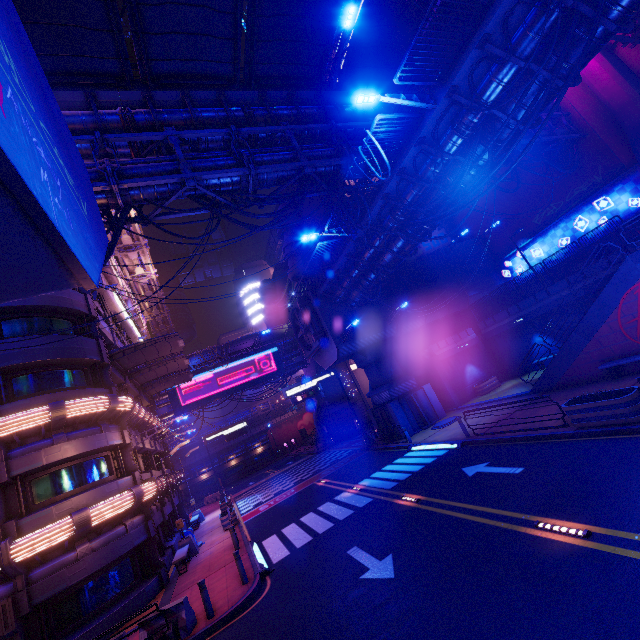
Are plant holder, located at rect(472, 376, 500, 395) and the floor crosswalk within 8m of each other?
no

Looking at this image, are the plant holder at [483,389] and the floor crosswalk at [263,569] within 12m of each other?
no

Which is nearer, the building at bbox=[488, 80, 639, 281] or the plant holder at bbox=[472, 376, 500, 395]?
the building at bbox=[488, 80, 639, 281]

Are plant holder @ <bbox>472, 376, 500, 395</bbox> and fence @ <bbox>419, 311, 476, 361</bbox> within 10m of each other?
yes

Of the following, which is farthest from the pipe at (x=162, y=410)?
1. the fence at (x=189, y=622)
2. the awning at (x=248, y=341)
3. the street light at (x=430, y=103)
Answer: the street light at (x=430, y=103)

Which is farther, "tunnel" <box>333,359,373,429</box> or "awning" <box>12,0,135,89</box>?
"tunnel" <box>333,359,373,429</box>

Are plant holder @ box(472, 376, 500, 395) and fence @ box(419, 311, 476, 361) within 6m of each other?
yes

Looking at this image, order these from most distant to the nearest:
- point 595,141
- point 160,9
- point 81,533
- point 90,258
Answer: point 595,141
point 81,533
point 160,9
point 90,258
